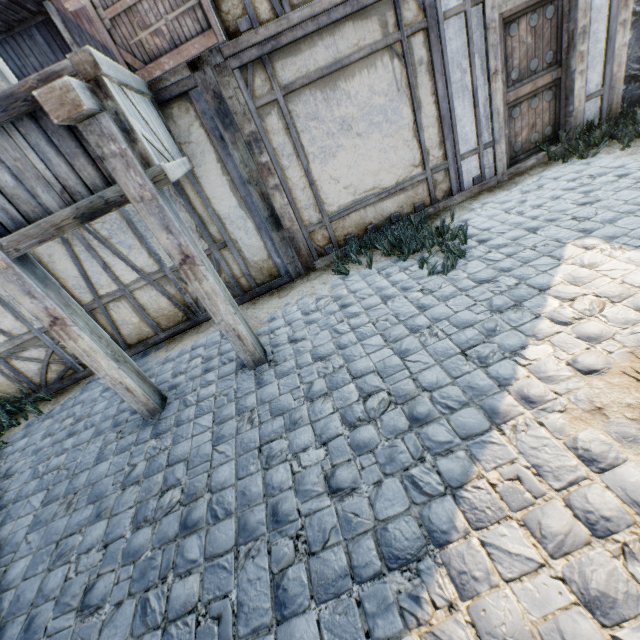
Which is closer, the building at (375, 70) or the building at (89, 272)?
the building at (375, 70)

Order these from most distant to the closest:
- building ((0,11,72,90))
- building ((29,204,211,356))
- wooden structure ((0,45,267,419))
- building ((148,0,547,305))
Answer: building ((0,11,72,90)) < building ((29,204,211,356)) < building ((148,0,547,305)) < wooden structure ((0,45,267,419))

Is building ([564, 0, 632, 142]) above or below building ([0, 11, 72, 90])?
below

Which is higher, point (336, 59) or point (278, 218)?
point (336, 59)

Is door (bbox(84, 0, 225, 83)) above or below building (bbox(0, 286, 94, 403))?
above

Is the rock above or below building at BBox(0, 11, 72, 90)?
below

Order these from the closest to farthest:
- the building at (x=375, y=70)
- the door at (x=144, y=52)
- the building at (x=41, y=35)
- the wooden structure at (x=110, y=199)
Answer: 1. the wooden structure at (x=110, y=199)
2. the door at (x=144, y=52)
3. the building at (x=375, y=70)
4. the building at (x=41, y=35)

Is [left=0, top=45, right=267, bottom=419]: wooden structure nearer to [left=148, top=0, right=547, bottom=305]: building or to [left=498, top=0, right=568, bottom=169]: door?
[left=148, top=0, right=547, bottom=305]: building
